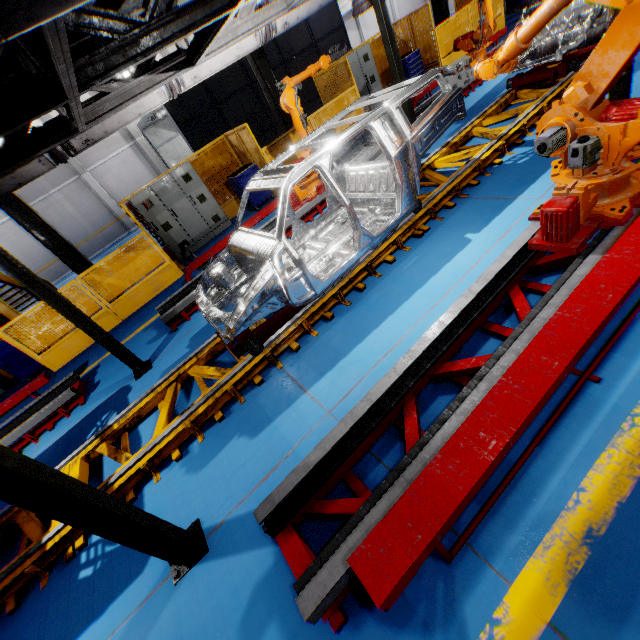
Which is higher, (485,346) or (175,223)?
(175,223)

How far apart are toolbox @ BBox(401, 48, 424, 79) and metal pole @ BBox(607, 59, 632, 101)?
9.1 meters

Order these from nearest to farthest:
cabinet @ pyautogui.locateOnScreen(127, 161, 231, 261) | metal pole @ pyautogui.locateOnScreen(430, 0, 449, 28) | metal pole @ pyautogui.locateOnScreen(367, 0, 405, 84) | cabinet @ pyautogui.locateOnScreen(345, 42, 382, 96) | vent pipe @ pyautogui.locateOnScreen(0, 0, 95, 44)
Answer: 1. vent pipe @ pyautogui.locateOnScreen(0, 0, 95, 44)
2. metal pole @ pyautogui.locateOnScreen(367, 0, 405, 84)
3. cabinet @ pyautogui.locateOnScreen(127, 161, 231, 261)
4. cabinet @ pyautogui.locateOnScreen(345, 42, 382, 96)
5. metal pole @ pyautogui.locateOnScreen(430, 0, 449, 28)

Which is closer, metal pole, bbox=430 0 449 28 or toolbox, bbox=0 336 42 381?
toolbox, bbox=0 336 42 381

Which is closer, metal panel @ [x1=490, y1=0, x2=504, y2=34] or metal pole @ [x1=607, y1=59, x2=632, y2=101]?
metal pole @ [x1=607, y1=59, x2=632, y2=101]

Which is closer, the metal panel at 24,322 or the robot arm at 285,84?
the robot arm at 285,84

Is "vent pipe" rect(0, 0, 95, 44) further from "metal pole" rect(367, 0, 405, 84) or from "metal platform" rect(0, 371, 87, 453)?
"metal platform" rect(0, 371, 87, 453)

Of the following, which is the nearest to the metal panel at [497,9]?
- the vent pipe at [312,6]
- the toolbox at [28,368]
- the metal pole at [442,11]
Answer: the toolbox at [28,368]
